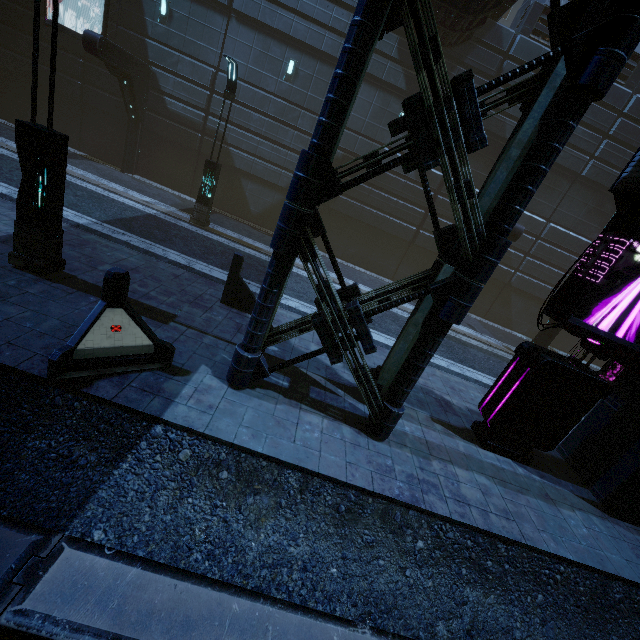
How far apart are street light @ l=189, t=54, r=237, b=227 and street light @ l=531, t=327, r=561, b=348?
14.88m

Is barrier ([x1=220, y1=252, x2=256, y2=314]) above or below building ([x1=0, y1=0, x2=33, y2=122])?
below

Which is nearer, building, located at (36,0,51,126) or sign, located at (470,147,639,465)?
sign, located at (470,147,639,465)

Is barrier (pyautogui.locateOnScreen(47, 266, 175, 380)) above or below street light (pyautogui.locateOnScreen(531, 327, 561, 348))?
below

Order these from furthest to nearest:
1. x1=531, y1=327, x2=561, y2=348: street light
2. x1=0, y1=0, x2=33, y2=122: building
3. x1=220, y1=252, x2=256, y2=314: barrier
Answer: x1=0, y1=0, x2=33, y2=122: building, x1=531, y1=327, x2=561, y2=348: street light, x1=220, y1=252, x2=256, y2=314: barrier

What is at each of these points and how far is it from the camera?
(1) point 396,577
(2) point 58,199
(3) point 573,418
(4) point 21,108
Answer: (1) train rail, 4.3m
(2) street light, 5.6m
(3) sign, 6.1m
(4) building, 16.1m

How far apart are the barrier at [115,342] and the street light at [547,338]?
14.74m

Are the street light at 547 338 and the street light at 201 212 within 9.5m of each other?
no
